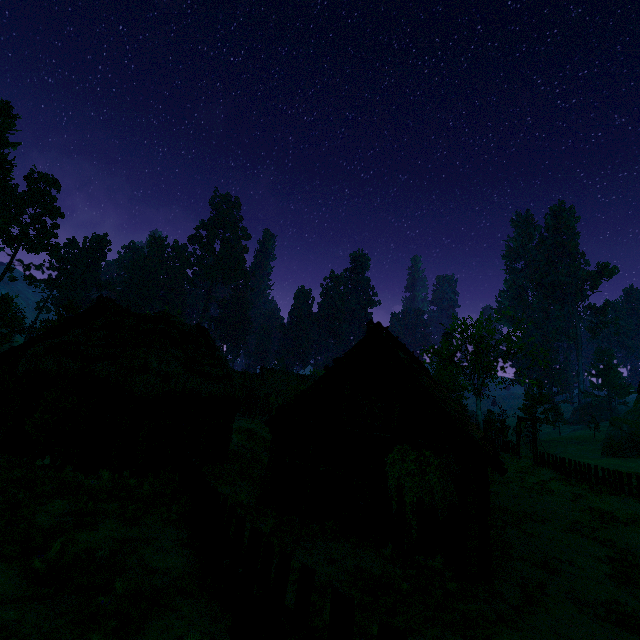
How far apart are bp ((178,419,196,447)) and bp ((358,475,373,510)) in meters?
7.3 m

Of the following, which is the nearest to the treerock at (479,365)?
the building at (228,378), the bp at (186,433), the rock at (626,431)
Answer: the building at (228,378)

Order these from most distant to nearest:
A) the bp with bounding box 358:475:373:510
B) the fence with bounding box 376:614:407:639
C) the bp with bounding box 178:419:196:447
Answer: the bp with bounding box 178:419:196:447, the bp with bounding box 358:475:373:510, the fence with bounding box 376:614:407:639

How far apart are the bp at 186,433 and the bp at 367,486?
7.33m

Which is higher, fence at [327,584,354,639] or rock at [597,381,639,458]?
rock at [597,381,639,458]

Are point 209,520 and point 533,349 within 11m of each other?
no

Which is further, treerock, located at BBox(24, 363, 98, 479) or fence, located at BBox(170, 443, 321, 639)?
treerock, located at BBox(24, 363, 98, 479)

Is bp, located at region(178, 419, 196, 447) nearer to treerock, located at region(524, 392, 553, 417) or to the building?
the building
